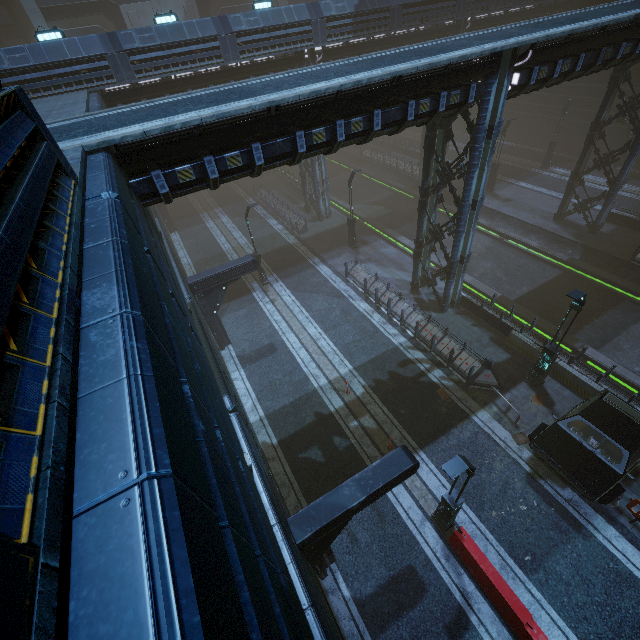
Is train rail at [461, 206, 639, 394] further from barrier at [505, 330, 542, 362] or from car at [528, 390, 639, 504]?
car at [528, 390, 639, 504]

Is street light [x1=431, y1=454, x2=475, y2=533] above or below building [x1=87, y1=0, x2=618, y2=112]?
below

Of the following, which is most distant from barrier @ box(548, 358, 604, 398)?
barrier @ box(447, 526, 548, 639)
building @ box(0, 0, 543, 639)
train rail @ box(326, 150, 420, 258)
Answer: barrier @ box(447, 526, 548, 639)

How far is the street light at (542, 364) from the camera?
11.0 meters

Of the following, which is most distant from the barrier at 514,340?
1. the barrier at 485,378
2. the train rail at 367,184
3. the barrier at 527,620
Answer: the barrier at 527,620

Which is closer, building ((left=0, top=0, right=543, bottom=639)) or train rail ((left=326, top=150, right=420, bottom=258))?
building ((left=0, top=0, right=543, bottom=639))

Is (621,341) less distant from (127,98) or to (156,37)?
(156,37)

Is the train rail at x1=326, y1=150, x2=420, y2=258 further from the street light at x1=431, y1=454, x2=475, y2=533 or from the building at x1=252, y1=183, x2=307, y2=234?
the street light at x1=431, y1=454, x2=475, y2=533
